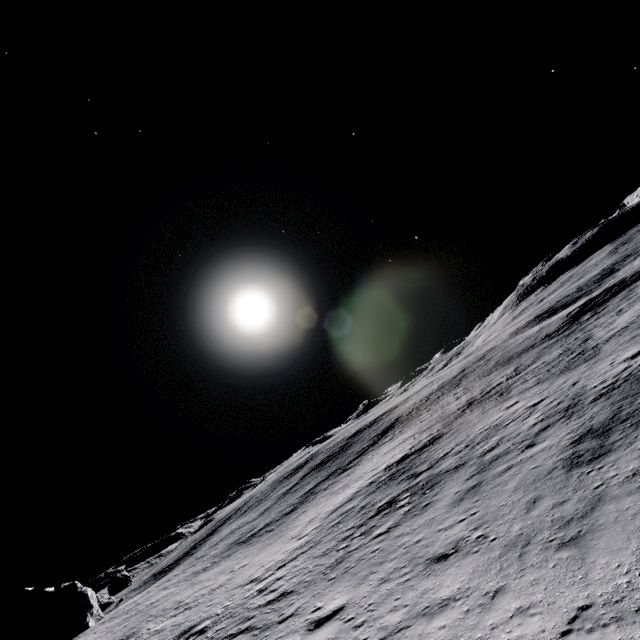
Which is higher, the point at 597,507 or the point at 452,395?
the point at 452,395
